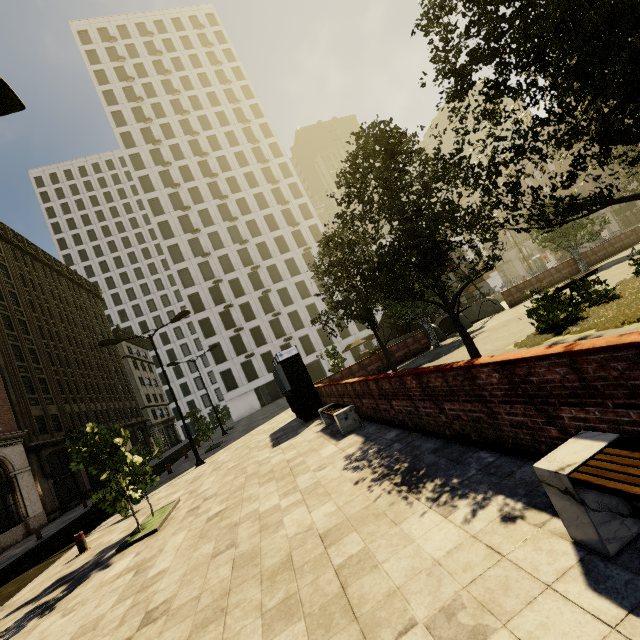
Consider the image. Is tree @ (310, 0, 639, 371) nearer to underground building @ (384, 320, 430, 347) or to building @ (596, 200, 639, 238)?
underground building @ (384, 320, 430, 347)

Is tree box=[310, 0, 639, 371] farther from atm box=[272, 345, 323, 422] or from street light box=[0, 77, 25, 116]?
street light box=[0, 77, 25, 116]

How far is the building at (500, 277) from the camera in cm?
5582

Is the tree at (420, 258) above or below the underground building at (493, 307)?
above

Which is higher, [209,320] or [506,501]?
[209,320]

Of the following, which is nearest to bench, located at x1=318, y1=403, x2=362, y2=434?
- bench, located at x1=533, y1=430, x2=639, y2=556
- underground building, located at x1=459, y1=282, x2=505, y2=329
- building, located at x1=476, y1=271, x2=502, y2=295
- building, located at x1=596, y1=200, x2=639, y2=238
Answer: bench, located at x1=533, y1=430, x2=639, y2=556

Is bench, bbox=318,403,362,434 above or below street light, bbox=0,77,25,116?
below

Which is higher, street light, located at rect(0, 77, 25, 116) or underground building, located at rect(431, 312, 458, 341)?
street light, located at rect(0, 77, 25, 116)
